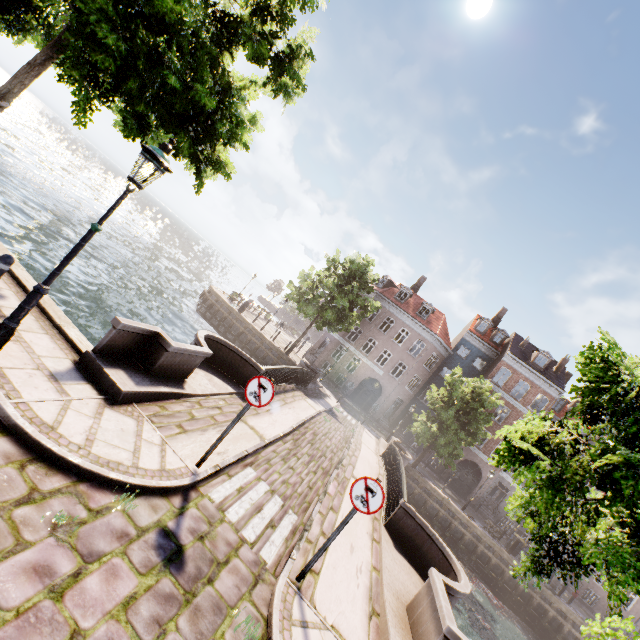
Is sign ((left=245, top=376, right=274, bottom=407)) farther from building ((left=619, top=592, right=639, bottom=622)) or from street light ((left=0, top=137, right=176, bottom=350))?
building ((left=619, top=592, right=639, bottom=622))

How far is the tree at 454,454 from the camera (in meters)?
22.14

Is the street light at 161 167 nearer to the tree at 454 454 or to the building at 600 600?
the tree at 454 454

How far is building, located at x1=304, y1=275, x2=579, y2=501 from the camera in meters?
31.1 m

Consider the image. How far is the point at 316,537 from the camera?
6.37m

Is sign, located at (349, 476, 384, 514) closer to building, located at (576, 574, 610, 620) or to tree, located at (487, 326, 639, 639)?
tree, located at (487, 326, 639, 639)

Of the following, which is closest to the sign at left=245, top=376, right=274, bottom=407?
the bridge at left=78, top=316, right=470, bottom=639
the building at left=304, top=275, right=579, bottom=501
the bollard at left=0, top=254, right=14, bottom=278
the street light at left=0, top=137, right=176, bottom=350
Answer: the bridge at left=78, top=316, right=470, bottom=639
